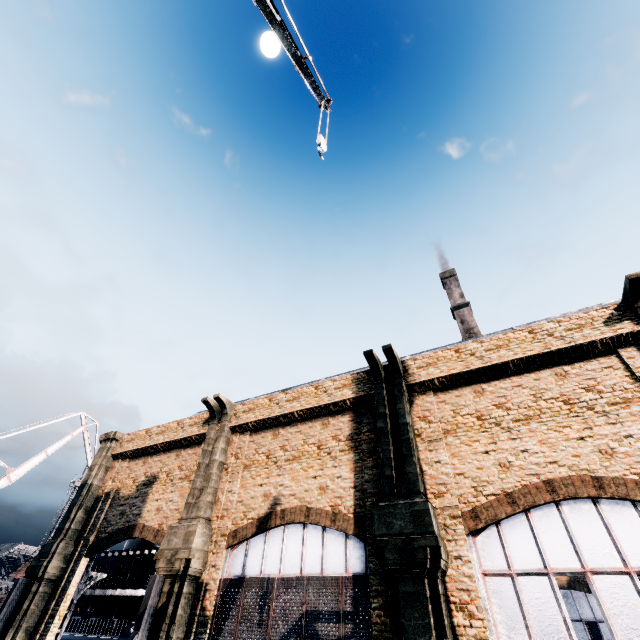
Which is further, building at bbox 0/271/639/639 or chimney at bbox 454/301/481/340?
chimney at bbox 454/301/481/340

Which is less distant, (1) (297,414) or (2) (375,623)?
(2) (375,623)

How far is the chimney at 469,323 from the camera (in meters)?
55.00

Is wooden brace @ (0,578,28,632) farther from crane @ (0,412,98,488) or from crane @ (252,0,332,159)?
crane @ (252,0,332,159)

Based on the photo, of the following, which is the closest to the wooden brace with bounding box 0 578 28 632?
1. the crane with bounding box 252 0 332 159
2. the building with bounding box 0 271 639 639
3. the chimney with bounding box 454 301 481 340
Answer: the building with bounding box 0 271 639 639

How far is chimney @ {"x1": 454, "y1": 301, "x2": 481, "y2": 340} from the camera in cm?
5500

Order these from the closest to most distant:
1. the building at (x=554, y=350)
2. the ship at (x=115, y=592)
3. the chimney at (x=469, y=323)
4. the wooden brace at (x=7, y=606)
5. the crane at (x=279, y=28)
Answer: the crane at (x=279, y=28), the building at (x=554, y=350), the wooden brace at (x=7, y=606), the ship at (x=115, y=592), the chimney at (x=469, y=323)

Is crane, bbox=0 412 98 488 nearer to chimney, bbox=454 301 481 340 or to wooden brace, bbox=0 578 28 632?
wooden brace, bbox=0 578 28 632
